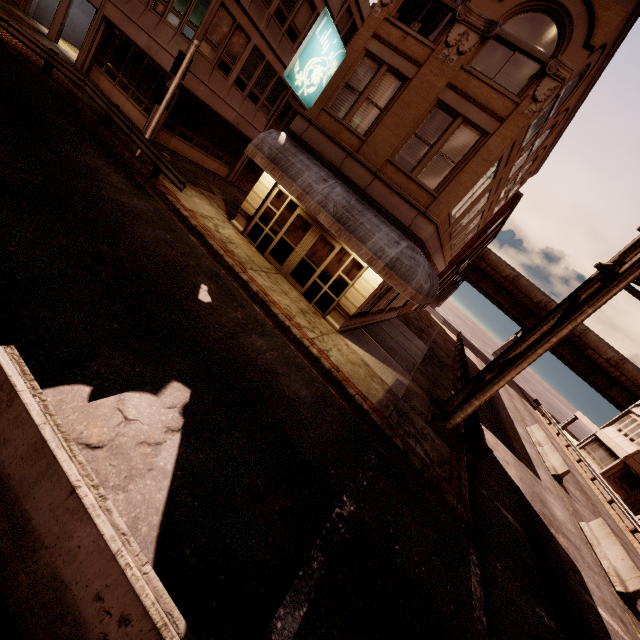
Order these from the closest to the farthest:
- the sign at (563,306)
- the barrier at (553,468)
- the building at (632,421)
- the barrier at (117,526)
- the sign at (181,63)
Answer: the barrier at (117,526) → the sign at (563,306) → the sign at (181,63) → the barrier at (553,468) → the building at (632,421)

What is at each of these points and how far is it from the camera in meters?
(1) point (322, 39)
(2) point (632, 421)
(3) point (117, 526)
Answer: (1) sign, 10.8 m
(2) building, 35.1 m
(3) barrier, 2.6 m

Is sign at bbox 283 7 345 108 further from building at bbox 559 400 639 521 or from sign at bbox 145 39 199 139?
building at bbox 559 400 639 521

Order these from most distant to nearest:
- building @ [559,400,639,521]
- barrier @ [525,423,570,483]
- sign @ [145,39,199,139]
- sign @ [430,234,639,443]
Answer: building @ [559,400,639,521]
barrier @ [525,423,570,483]
sign @ [145,39,199,139]
sign @ [430,234,639,443]

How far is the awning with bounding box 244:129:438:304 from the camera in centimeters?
1045cm

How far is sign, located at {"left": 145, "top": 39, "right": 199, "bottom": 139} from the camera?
11.6 meters

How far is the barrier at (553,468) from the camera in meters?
19.7 m

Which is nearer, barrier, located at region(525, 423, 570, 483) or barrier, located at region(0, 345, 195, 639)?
barrier, located at region(0, 345, 195, 639)
